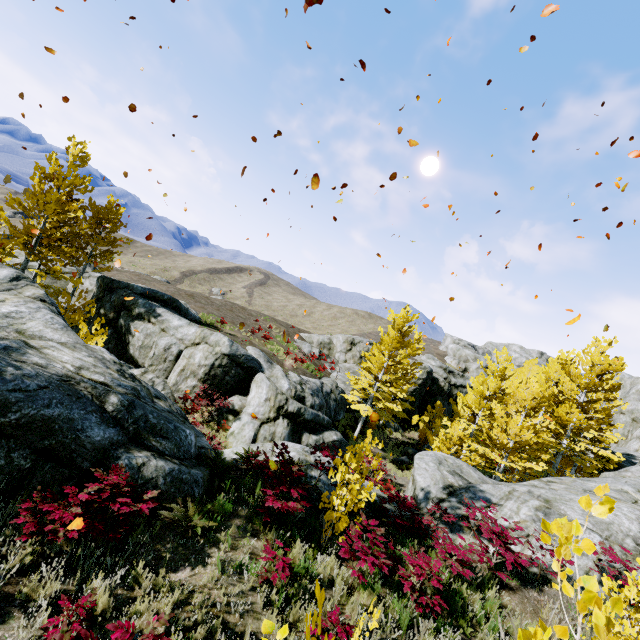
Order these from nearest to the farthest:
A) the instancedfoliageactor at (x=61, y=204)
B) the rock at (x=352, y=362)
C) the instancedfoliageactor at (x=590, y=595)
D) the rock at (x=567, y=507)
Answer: the instancedfoliageactor at (x=590, y=595), the rock at (x=352, y=362), the rock at (x=567, y=507), the instancedfoliageactor at (x=61, y=204)

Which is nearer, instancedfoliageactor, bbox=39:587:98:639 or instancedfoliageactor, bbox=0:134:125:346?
instancedfoliageactor, bbox=39:587:98:639

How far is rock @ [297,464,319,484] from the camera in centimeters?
898cm

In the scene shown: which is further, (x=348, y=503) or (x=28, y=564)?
(x=348, y=503)

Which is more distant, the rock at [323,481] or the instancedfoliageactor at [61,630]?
the rock at [323,481]

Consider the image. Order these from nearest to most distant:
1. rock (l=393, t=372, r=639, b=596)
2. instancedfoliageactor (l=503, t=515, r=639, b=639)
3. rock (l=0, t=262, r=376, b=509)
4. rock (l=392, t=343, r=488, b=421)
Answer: instancedfoliageactor (l=503, t=515, r=639, b=639)
rock (l=0, t=262, r=376, b=509)
rock (l=393, t=372, r=639, b=596)
rock (l=392, t=343, r=488, b=421)

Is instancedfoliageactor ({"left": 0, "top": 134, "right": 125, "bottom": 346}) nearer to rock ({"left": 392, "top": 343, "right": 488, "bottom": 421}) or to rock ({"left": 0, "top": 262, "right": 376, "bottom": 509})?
rock ({"left": 0, "top": 262, "right": 376, "bottom": 509})
